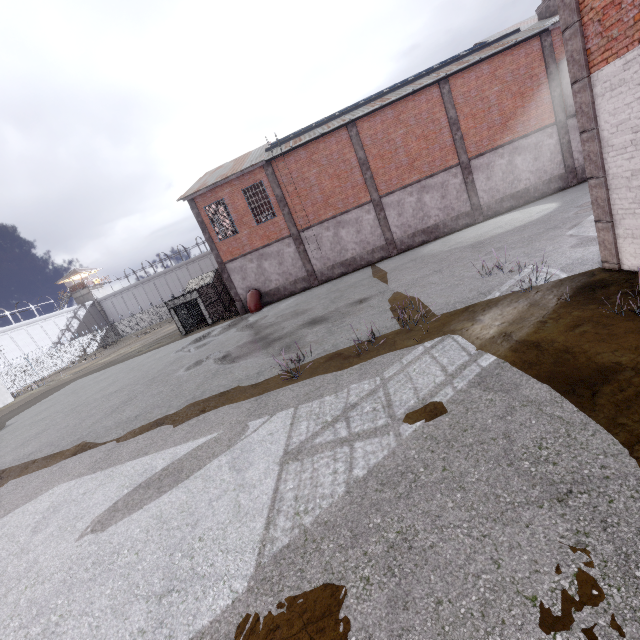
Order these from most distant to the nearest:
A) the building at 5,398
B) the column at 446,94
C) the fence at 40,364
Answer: the fence at 40,364 < the building at 5,398 < the column at 446,94

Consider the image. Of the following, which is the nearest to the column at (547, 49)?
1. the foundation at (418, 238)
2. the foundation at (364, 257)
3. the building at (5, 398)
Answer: the foundation at (418, 238)

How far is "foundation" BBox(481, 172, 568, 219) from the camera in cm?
2069

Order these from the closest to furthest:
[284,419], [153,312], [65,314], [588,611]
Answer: [588,611], [284,419], [153,312], [65,314]

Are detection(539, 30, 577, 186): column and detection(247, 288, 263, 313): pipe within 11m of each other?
no

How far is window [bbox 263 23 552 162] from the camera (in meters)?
18.70

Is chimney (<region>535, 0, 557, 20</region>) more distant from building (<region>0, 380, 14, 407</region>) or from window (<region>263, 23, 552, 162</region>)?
building (<region>0, 380, 14, 407</region>)

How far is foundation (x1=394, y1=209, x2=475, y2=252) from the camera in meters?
21.6 m
